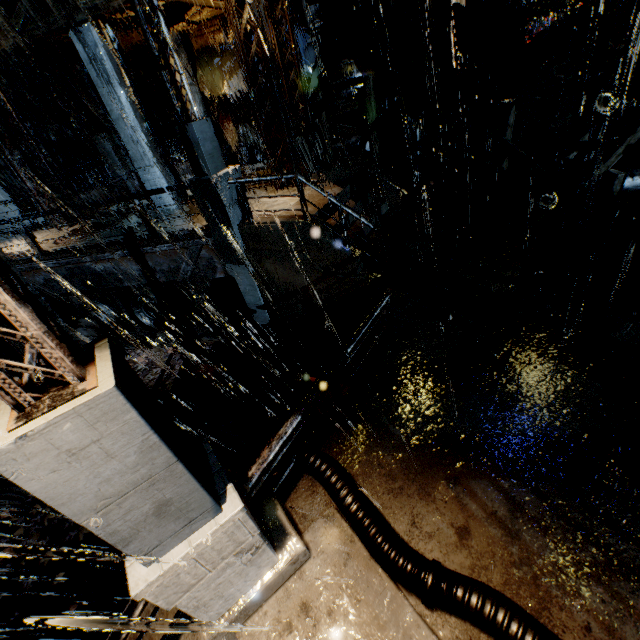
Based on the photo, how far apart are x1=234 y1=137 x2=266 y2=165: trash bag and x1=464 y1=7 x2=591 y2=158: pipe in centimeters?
1078cm

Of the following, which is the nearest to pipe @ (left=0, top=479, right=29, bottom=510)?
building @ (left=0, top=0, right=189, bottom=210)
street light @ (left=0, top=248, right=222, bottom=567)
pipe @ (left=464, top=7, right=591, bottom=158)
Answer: building @ (left=0, top=0, right=189, bottom=210)

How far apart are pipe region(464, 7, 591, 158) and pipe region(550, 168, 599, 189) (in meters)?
3.98

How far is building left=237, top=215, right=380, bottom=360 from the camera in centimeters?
806cm

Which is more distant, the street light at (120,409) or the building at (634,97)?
the building at (634,97)

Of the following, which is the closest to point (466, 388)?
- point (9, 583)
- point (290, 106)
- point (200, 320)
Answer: point (200, 320)

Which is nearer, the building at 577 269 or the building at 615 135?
the building at 577 269

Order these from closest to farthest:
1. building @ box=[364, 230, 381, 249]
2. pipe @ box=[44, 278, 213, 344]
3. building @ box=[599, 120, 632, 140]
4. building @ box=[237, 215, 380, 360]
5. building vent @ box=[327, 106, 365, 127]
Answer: building @ box=[237, 215, 380, 360]
building @ box=[599, 120, 632, 140]
building @ box=[364, 230, 381, 249]
pipe @ box=[44, 278, 213, 344]
building vent @ box=[327, 106, 365, 127]
